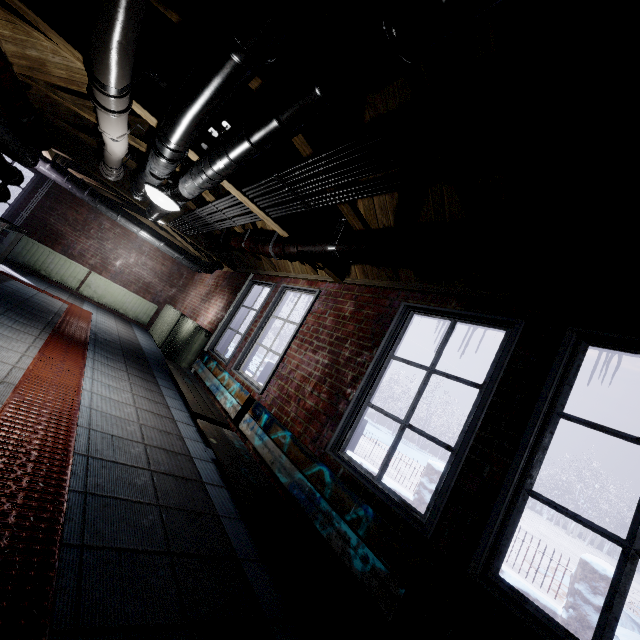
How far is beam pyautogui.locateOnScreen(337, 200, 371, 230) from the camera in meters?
2.3 m

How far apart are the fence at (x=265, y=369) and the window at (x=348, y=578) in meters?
3.7 m

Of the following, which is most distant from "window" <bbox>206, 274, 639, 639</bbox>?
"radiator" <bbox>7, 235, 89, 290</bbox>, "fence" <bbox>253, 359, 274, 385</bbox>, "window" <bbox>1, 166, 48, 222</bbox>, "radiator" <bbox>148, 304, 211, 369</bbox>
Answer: "window" <bbox>1, 166, 48, 222</bbox>

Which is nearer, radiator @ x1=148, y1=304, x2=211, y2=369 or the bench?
the bench

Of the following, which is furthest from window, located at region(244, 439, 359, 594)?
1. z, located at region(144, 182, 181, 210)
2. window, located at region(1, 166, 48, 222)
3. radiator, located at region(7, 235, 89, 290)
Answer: window, located at region(1, 166, 48, 222)

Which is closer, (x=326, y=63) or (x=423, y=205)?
(x=326, y=63)

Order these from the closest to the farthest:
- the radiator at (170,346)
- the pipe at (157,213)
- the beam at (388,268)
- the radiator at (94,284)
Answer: the beam at (388,268) → the pipe at (157,213) → the radiator at (170,346) → the radiator at (94,284)

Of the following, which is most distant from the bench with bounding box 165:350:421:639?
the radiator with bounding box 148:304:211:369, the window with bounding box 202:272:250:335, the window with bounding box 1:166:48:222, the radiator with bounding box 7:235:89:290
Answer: the window with bounding box 1:166:48:222
